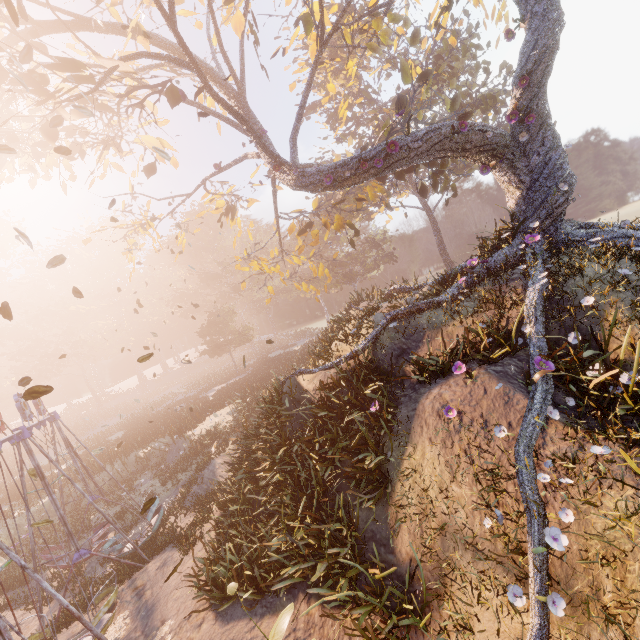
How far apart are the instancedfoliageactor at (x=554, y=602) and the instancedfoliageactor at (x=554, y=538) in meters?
0.5

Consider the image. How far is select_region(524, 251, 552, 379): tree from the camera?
7.08m

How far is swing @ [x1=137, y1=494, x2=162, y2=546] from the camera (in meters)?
12.59

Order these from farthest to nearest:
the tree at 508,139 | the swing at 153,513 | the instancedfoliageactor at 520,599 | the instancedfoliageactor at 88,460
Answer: the instancedfoliageactor at 88,460
the swing at 153,513
the tree at 508,139
the instancedfoliageactor at 520,599

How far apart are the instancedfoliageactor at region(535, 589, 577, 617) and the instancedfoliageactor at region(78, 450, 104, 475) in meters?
30.3 m

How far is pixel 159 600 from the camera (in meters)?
9.60

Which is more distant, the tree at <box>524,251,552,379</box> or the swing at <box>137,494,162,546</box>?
the swing at <box>137,494,162,546</box>

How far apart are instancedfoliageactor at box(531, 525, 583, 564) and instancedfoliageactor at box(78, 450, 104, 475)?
30.3m
